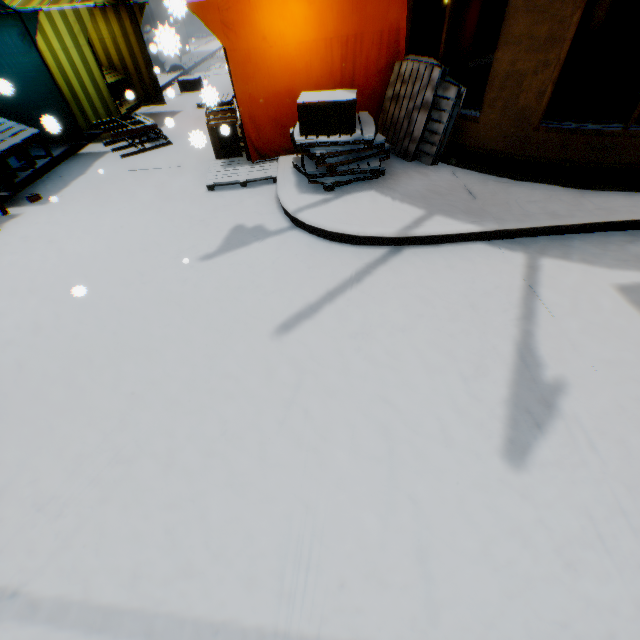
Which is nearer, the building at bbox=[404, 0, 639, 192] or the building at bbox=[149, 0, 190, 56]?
the building at bbox=[149, 0, 190, 56]

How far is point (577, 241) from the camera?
3.7 meters

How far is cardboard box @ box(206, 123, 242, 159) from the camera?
5.6 meters

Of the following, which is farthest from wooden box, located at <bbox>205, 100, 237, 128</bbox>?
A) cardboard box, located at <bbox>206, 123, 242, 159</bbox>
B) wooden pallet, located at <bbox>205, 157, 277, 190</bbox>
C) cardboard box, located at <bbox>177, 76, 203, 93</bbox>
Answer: cardboard box, located at <bbox>177, 76, 203, 93</bbox>

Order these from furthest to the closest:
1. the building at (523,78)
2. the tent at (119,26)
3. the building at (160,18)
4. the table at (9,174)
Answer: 1. the tent at (119,26)
2. the table at (9,174)
3. the building at (523,78)
4. the building at (160,18)

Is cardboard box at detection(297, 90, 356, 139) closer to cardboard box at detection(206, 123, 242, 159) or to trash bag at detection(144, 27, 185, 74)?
cardboard box at detection(206, 123, 242, 159)

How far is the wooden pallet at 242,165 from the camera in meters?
5.2

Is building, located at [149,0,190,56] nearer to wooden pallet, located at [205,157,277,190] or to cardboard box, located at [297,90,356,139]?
cardboard box, located at [297,90,356,139]
